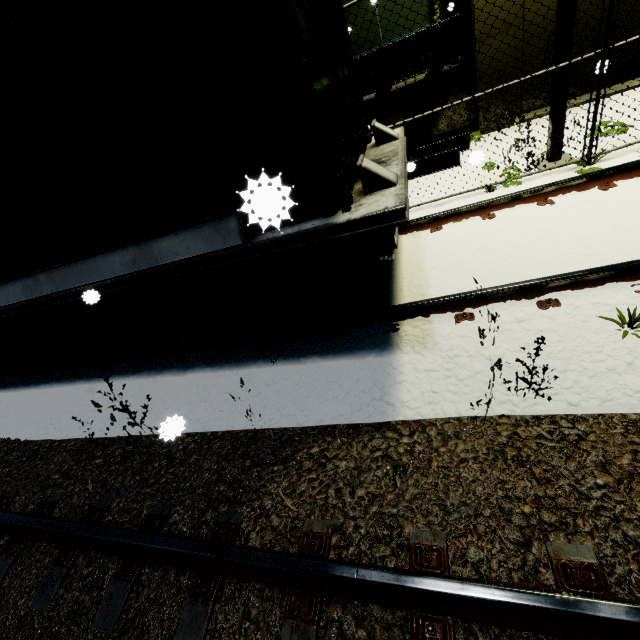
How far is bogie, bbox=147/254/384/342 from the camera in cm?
306

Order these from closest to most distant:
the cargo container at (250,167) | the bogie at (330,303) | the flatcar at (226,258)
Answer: the cargo container at (250,167) → the flatcar at (226,258) → the bogie at (330,303)

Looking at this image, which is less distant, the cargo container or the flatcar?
the cargo container

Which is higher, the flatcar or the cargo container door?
the cargo container door

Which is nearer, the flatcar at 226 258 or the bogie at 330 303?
the flatcar at 226 258

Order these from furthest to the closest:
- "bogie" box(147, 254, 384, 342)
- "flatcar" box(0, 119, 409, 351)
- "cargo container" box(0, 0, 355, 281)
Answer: "bogie" box(147, 254, 384, 342)
"flatcar" box(0, 119, 409, 351)
"cargo container" box(0, 0, 355, 281)

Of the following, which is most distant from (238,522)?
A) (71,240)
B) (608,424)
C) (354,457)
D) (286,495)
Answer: (71,240)

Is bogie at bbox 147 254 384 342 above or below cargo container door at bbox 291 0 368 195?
below
